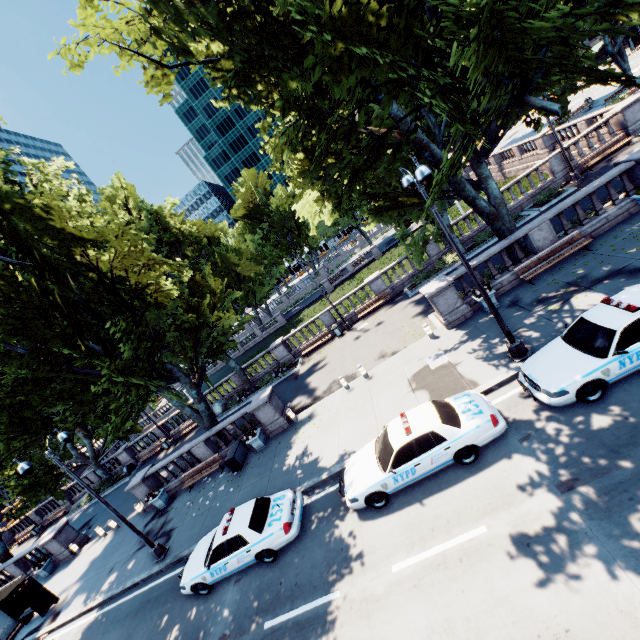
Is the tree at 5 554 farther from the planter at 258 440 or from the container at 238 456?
the planter at 258 440

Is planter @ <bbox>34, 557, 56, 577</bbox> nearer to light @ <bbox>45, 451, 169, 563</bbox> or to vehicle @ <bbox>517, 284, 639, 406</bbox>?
light @ <bbox>45, 451, 169, 563</bbox>

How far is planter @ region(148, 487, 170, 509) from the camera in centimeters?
1905cm

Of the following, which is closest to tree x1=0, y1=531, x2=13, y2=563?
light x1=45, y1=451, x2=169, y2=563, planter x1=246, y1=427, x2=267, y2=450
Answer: light x1=45, y1=451, x2=169, y2=563

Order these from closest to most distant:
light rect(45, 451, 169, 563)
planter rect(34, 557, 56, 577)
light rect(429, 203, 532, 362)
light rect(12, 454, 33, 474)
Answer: light rect(429, 203, 532, 362) → light rect(12, 454, 33, 474) → light rect(45, 451, 169, 563) → planter rect(34, 557, 56, 577)

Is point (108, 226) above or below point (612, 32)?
above

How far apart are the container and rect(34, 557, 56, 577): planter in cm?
1666

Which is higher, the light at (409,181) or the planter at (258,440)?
the light at (409,181)
